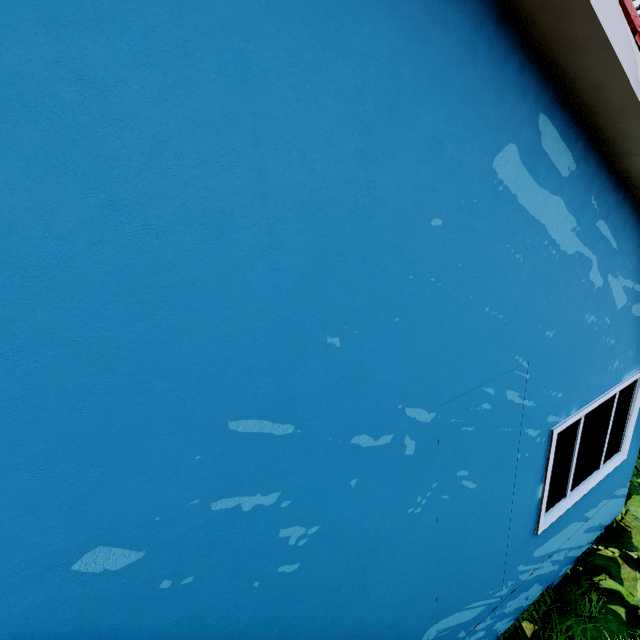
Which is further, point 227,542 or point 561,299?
point 561,299
